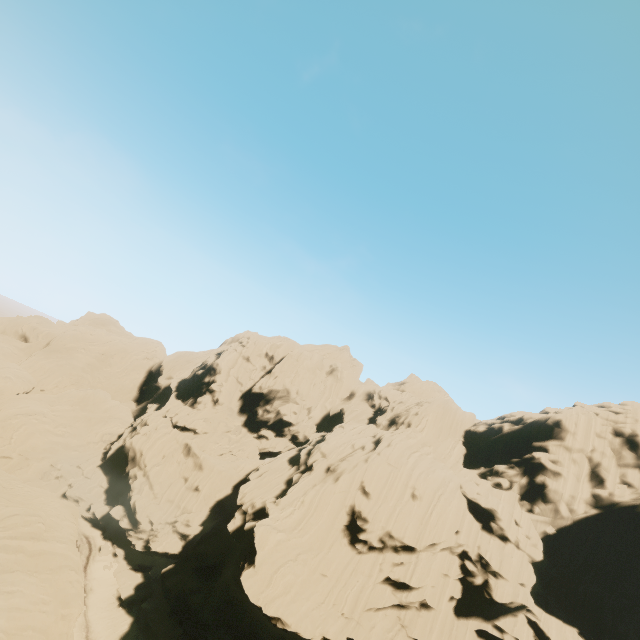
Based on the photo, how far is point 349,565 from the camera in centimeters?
3538cm
